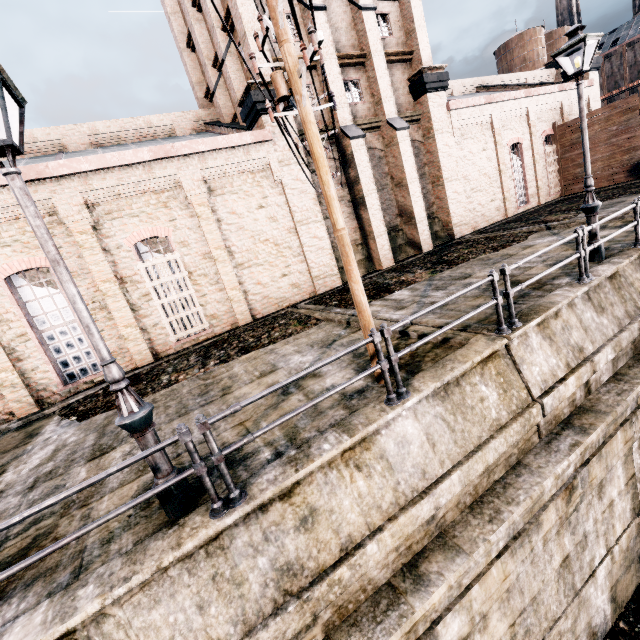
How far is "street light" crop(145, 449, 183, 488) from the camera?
4.3m

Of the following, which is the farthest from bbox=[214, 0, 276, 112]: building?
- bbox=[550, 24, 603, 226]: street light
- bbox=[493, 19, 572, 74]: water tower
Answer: bbox=[550, 24, 603, 226]: street light

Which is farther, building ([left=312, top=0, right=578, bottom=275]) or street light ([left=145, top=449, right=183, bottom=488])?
building ([left=312, top=0, right=578, bottom=275])

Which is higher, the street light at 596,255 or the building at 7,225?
the building at 7,225

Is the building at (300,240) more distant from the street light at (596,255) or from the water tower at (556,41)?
the street light at (596,255)

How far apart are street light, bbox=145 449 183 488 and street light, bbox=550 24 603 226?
11.1m

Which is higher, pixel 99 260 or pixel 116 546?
pixel 99 260

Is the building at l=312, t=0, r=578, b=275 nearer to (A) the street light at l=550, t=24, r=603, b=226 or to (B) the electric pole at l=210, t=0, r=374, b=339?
(B) the electric pole at l=210, t=0, r=374, b=339
